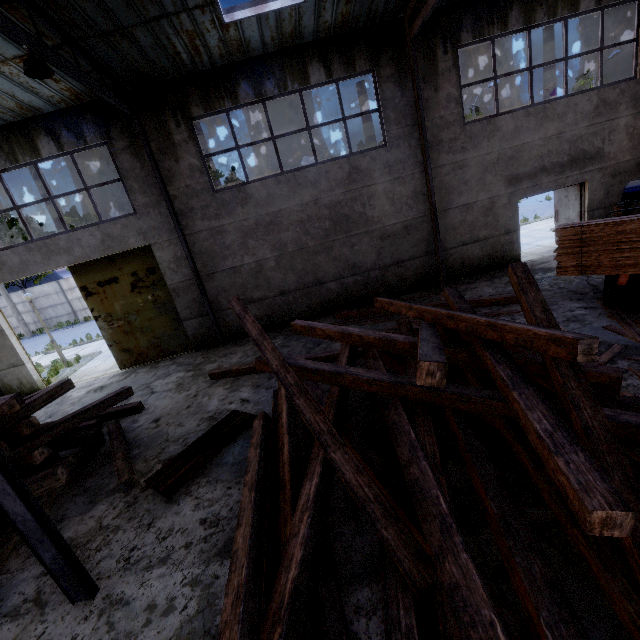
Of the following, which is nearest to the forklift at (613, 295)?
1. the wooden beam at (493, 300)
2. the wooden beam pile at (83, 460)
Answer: the wooden beam at (493, 300)

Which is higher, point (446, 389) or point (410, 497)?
point (446, 389)

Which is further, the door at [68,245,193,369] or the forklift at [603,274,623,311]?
the door at [68,245,193,369]

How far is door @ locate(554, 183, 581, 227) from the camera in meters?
11.1 m

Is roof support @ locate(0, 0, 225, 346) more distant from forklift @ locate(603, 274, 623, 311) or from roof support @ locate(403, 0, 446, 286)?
A: forklift @ locate(603, 274, 623, 311)

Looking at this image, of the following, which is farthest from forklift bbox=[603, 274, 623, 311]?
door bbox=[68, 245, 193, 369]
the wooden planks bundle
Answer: door bbox=[68, 245, 193, 369]

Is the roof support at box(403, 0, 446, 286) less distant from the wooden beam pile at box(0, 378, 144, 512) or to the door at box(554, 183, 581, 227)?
the door at box(554, 183, 581, 227)

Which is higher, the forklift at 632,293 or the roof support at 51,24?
the roof support at 51,24
